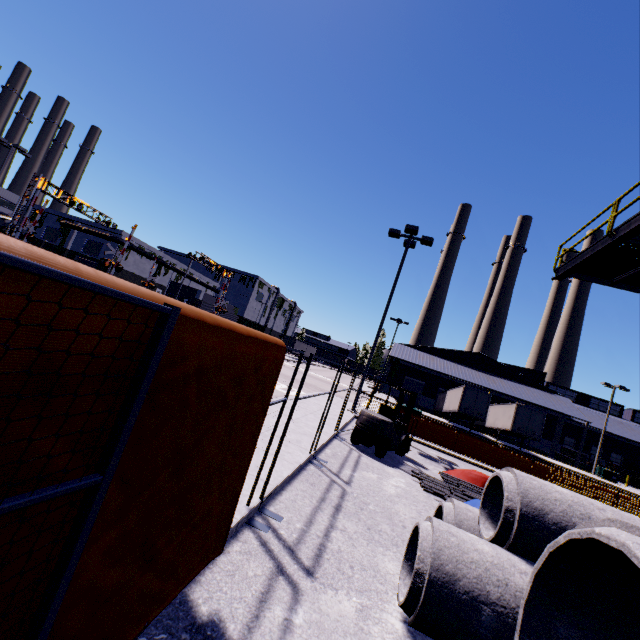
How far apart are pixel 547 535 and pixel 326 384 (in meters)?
28.28

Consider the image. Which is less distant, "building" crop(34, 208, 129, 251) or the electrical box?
the electrical box

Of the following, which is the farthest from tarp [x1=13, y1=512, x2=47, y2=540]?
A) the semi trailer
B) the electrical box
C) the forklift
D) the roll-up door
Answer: the electrical box

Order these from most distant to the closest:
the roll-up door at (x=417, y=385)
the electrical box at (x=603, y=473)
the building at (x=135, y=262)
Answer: the building at (x=135, y=262), the roll-up door at (x=417, y=385), the electrical box at (x=603, y=473)

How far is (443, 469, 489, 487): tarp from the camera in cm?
983

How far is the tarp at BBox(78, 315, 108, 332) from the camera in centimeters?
99cm

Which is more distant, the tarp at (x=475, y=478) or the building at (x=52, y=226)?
the building at (x=52, y=226)
